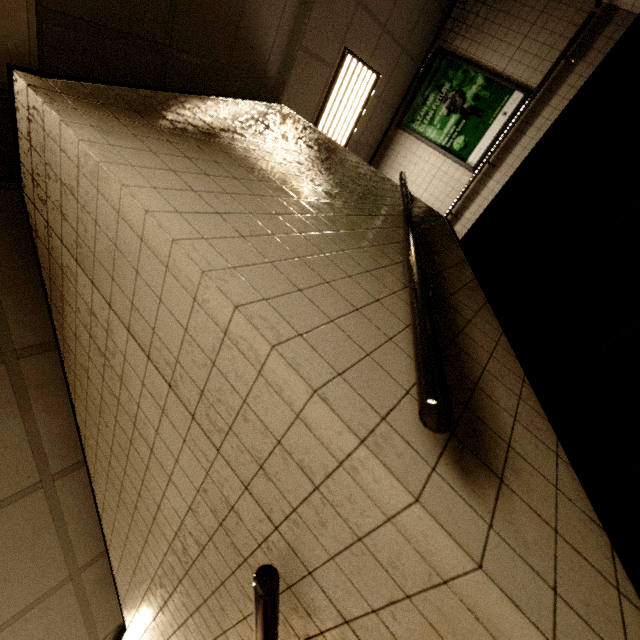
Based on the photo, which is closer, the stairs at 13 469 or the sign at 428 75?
the stairs at 13 469

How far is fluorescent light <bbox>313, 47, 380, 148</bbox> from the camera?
4.49m

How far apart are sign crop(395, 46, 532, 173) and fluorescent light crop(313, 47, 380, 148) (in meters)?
1.06

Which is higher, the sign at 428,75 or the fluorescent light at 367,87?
the fluorescent light at 367,87

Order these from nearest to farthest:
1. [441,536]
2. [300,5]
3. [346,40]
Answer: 1. [441,536]
2. [300,5]
3. [346,40]

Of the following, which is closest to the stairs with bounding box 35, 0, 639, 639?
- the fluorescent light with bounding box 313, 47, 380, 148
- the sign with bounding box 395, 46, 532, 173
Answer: the fluorescent light with bounding box 313, 47, 380, 148

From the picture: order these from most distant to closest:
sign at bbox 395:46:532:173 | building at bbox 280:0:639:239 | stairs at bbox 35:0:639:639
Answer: sign at bbox 395:46:532:173 < building at bbox 280:0:639:239 < stairs at bbox 35:0:639:639

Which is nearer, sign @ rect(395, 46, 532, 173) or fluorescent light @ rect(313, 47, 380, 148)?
fluorescent light @ rect(313, 47, 380, 148)
